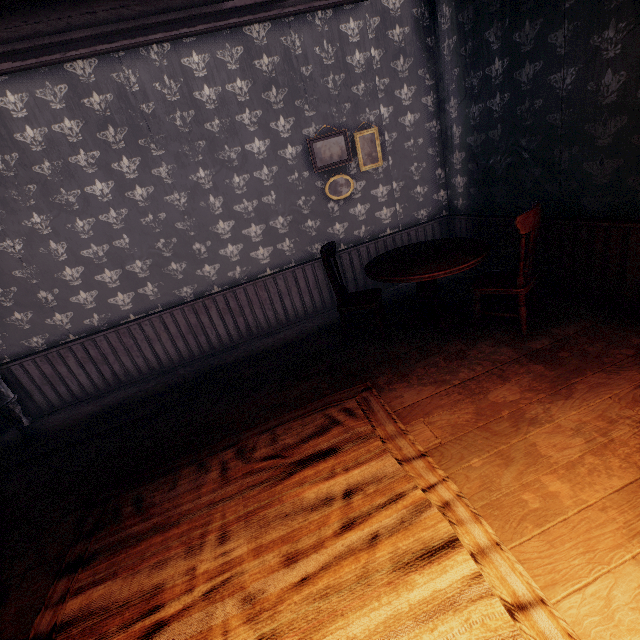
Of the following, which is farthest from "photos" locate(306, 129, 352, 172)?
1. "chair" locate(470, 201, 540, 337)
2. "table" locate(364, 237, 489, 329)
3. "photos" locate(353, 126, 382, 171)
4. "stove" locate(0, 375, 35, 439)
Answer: "stove" locate(0, 375, 35, 439)

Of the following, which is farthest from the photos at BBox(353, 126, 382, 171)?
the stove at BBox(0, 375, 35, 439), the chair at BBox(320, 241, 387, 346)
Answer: the stove at BBox(0, 375, 35, 439)

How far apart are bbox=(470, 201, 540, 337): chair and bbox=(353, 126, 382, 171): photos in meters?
2.4 m

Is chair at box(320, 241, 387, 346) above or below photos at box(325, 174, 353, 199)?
below

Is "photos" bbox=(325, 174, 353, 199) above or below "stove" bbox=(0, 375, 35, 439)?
above

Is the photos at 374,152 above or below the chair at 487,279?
above

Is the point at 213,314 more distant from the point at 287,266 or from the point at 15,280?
the point at 15,280

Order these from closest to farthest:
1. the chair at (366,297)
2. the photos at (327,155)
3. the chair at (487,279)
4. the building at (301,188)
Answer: the building at (301,188), the chair at (487,279), the chair at (366,297), the photos at (327,155)
